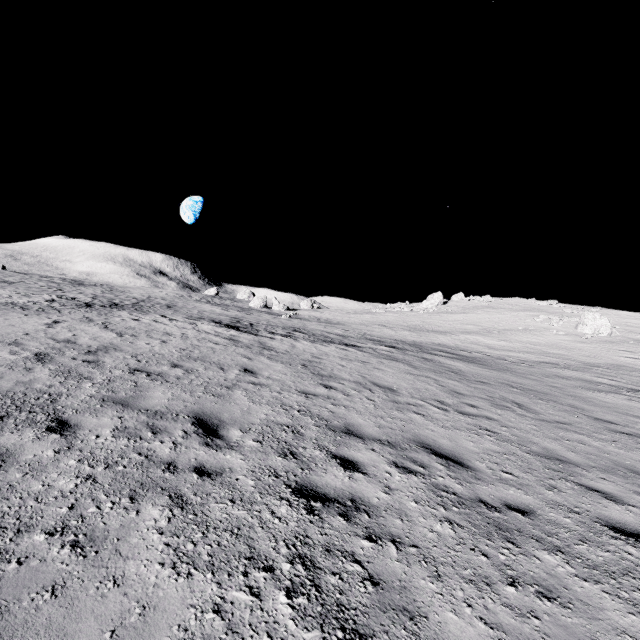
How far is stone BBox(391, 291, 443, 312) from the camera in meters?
51.7 m

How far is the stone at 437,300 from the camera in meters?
51.7 m

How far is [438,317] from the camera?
45.1 meters
